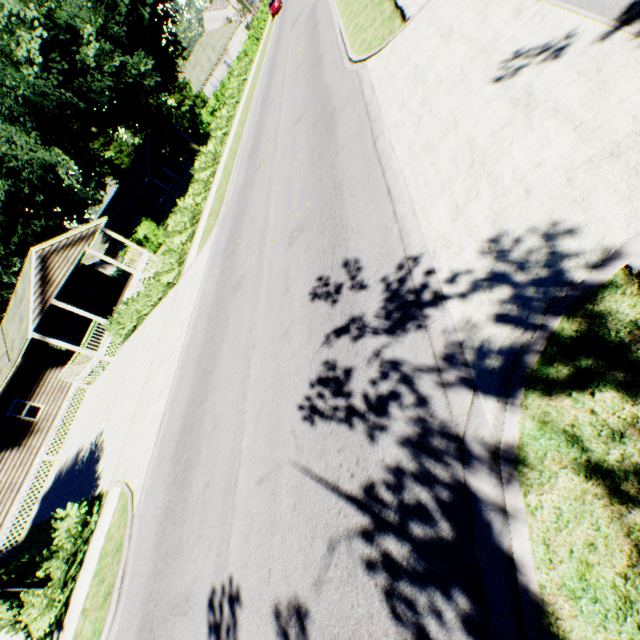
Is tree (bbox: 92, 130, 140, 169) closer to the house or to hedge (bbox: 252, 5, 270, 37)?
hedge (bbox: 252, 5, 270, 37)

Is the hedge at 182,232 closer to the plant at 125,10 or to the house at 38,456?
the plant at 125,10

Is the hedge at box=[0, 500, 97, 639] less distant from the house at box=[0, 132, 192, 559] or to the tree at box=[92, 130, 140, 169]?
the house at box=[0, 132, 192, 559]

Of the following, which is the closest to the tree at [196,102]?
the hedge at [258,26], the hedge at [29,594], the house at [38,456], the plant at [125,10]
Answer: the hedge at [258,26]

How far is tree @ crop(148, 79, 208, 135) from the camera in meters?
47.2

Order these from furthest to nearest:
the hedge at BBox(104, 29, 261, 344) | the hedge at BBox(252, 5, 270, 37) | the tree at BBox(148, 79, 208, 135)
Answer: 1. the hedge at BBox(252, 5, 270, 37)
2. the tree at BBox(148, 79, 208, 135)
3. the hedge at BBox(104, 29, 261, 344)

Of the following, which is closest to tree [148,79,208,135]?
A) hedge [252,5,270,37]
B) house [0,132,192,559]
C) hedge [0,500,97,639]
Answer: hedge [252,5,270,37]

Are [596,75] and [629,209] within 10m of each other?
yes
